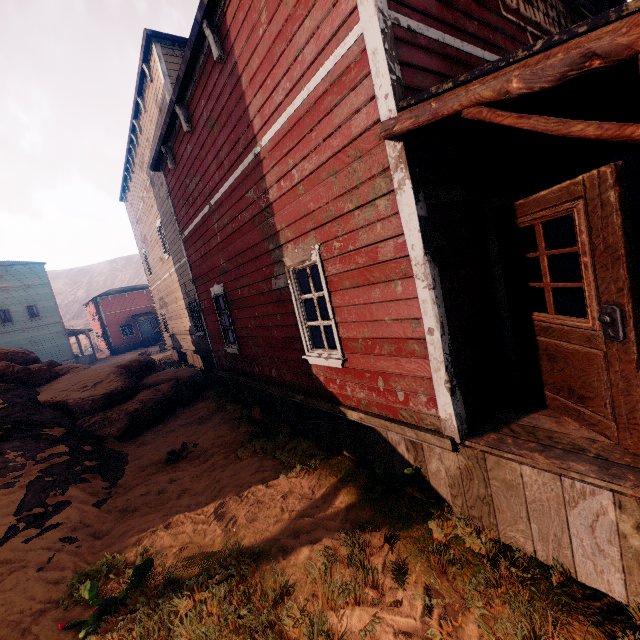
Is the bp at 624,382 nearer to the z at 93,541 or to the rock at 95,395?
the z at 93,541

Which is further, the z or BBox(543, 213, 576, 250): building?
BBox(543, 213, 576, 250): building

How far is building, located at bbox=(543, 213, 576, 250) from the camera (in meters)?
4.51

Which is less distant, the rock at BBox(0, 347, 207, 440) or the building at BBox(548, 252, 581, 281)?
the building at BBox(548, 252, 581, 281)

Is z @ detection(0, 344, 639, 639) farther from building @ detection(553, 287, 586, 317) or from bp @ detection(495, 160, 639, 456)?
bp @ detection(495, 160, 639, 456)

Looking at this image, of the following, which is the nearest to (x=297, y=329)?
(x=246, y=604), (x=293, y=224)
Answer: (x=293, y=224)

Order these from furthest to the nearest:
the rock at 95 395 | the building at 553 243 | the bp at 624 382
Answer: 1. the rock at 95 395
2. the building at 553 243
3. the bp at 624 382
